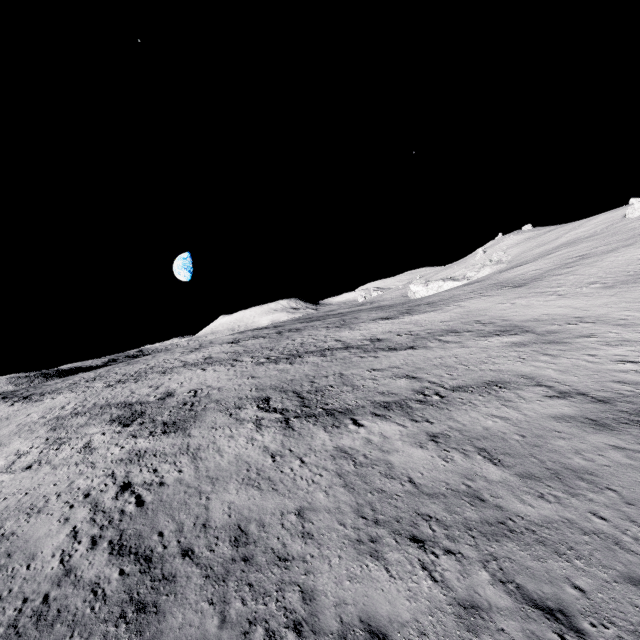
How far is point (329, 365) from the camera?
31.2m
